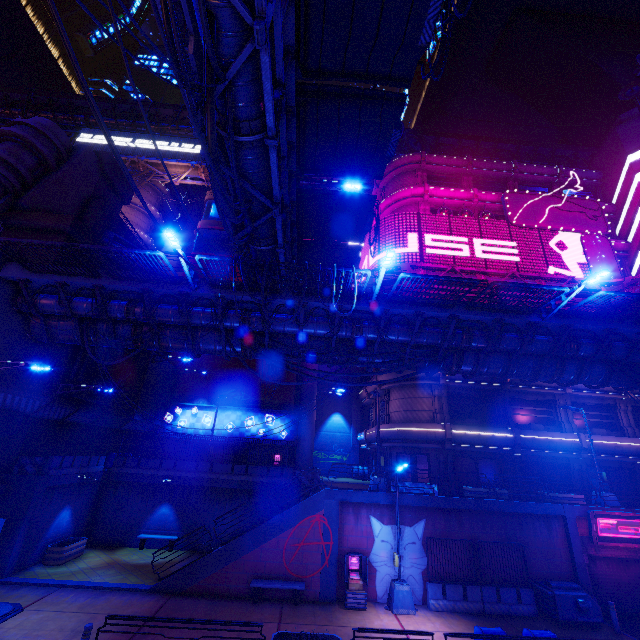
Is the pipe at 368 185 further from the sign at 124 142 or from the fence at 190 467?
the fence at 190 467

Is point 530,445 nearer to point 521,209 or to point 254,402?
point 521,209

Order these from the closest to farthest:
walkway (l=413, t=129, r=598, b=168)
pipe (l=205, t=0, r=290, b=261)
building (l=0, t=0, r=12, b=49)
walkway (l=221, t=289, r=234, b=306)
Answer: pipe (l=205, t=0, r=290, b=261)
walkway (l=221, t=289, r=234, b=306)
walkway (l=413, t=129, r=598, b=168)
building (l=0, t=0, r=12, b=49)

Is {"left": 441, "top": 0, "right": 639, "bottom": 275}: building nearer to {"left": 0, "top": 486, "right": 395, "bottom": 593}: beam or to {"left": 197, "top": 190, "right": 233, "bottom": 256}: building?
{"left": 0, "top": 486, "right": 395, "bottom": 593}: beam

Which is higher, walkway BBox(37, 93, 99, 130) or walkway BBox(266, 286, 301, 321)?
walkway BBox(37, 93, 99, 130)

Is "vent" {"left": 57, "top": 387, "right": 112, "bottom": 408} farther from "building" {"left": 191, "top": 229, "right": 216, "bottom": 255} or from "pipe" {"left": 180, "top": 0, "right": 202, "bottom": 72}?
"pipe" {"left": 180, "top": 0, "right": 202, "bottom": 72}

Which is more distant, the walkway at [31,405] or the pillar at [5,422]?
the pillar at [5,422]

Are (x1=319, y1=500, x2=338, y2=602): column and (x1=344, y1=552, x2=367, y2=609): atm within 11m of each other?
yes
